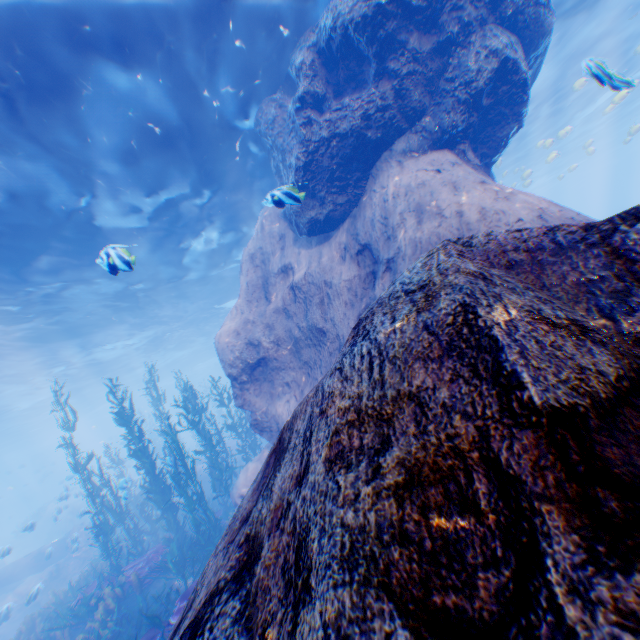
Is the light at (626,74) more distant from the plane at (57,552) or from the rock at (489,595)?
the plane at (57,552)

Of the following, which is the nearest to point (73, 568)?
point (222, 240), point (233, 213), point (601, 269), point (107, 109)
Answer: point (222, 240)

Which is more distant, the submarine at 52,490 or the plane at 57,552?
the submarine at 52,490

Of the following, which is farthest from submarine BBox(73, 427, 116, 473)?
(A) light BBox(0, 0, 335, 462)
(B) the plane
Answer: (B) the plane

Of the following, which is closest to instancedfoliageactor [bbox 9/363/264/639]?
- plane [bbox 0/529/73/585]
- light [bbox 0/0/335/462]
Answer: plane [bbox 0/529/73/585]

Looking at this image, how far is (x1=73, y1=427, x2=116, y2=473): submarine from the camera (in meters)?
42.16

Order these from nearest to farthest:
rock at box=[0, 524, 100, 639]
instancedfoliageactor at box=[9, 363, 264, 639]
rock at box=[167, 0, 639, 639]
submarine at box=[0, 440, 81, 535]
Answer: rock at box=[167, 0, 639, 639] < instancedfoliageactor at box=[9, 363, 264, 639] < rock at box=[0, 524, 100, 639] < submarine at box=[0, 440, 81, 535]

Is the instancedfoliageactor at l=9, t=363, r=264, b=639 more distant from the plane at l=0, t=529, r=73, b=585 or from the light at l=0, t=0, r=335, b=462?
the light at l=0, t=0, r=335, b=462
